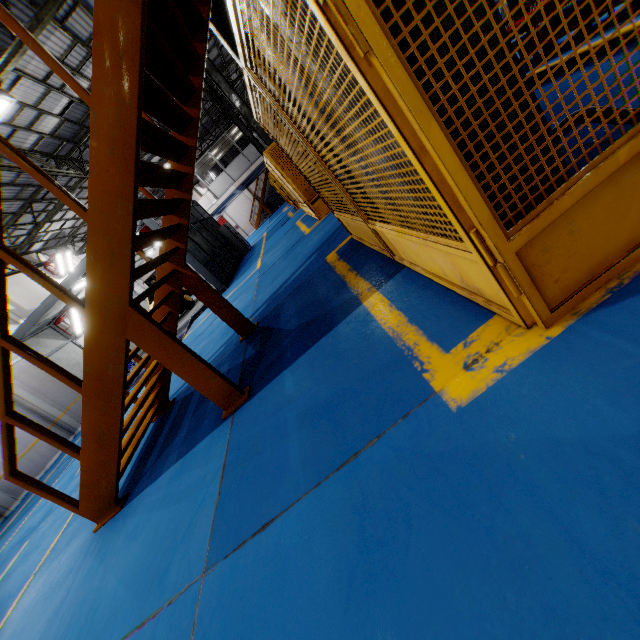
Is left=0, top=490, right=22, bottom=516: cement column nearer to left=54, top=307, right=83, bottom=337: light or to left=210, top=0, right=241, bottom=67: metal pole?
left=54, top=307, right=83, bottom=337: light

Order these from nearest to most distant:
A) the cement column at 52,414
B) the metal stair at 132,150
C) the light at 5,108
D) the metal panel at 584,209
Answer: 1. the metal panel at 584,209
2. the metal stair at 132,150
3. the light at 5,108
4. the cement column at 52,414

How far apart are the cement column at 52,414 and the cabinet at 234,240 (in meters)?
11.99

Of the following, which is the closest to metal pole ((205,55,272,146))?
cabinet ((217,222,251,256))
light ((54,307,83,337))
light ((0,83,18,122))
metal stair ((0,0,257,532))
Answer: light ((0,83,18,122))

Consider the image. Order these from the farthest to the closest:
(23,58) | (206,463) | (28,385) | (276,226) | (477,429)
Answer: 1. (276,226)
2. (28,385)
3. (23,58)
4. (206,463)
5. (477,429)

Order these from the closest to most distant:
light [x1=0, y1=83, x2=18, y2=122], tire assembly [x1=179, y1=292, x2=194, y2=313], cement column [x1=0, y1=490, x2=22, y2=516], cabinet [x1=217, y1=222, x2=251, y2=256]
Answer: light [x1=0, y1=83, x2=18, y2=122], cement column [x1=0, y1=490, x2=22, y2=516], tire assembly [x1=179, y1=292, x2=194, y2=313], cabinet [x1=217, y1=222, x2=251, y2=256]

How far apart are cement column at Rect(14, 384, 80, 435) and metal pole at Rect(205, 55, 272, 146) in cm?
1459

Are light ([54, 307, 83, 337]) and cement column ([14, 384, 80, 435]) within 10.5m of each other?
yes
